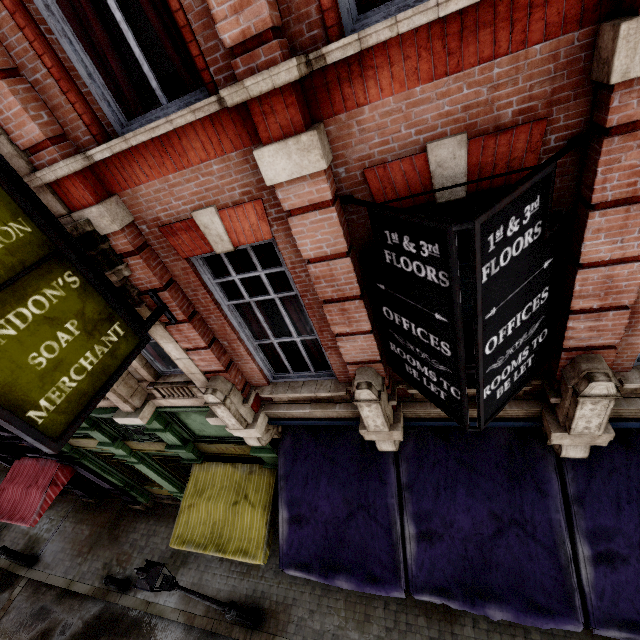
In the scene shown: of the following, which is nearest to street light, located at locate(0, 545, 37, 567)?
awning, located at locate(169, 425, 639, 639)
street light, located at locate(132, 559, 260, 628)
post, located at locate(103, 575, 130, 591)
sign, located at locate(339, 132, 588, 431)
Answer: post, located at locate(103, 575, 130, 591)

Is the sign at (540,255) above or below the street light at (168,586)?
above

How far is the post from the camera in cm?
991

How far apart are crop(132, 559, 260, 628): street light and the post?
4.7 meters

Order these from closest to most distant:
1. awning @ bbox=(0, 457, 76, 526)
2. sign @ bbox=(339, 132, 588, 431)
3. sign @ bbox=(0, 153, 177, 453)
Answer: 1. sign @ bbox=(339, 132, 588, 431)
2. sign @ bbox=(0, 153, 177, 453)
3. awning @ bbox=(0, 457, 76, 526)

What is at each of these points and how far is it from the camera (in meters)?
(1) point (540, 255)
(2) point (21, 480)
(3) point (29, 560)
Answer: (1) sign, 2.74
(2) awning, 10.67
(3) street light, 12.05

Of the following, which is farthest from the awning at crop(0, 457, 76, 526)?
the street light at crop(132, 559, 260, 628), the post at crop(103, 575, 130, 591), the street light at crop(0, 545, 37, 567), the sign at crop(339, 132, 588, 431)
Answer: the sign at crop(339, 132, 588, 431)

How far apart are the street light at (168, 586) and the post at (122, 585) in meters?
4.7
